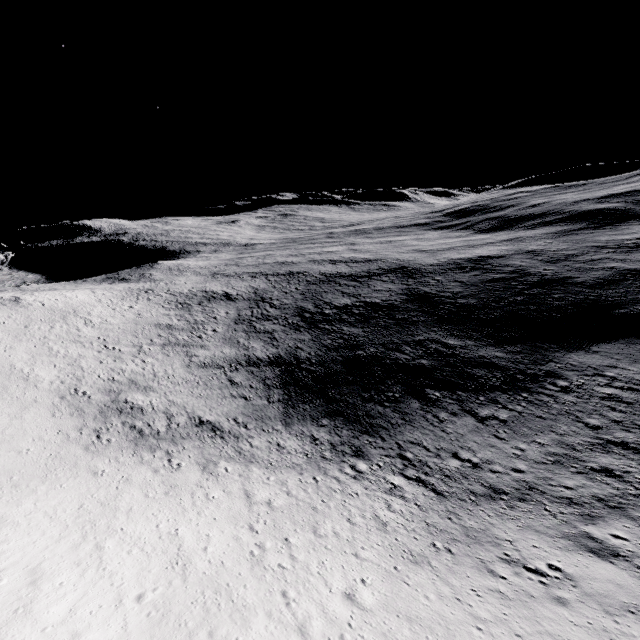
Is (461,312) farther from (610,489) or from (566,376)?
(610,489)
